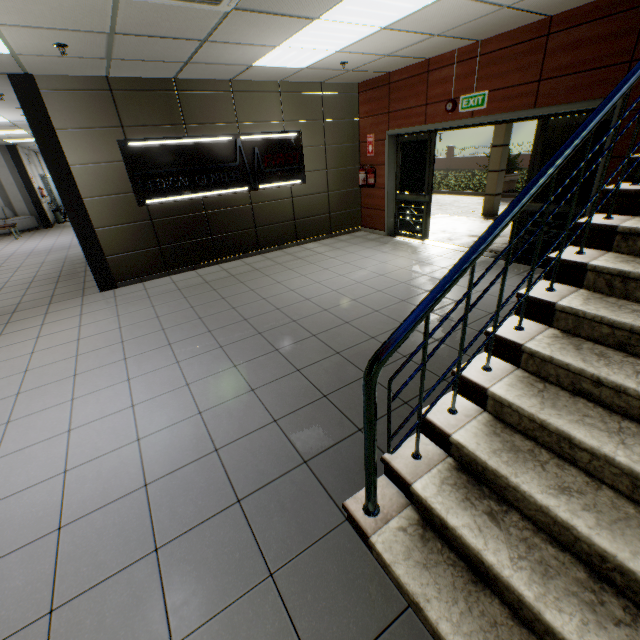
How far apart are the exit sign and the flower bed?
12.33m

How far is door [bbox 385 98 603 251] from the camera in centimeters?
459cm

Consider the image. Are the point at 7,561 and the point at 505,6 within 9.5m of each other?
yes

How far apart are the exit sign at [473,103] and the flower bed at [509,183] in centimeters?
1233cm

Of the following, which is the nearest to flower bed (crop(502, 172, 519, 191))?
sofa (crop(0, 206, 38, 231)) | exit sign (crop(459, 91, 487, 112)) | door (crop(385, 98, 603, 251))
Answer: door (crop(385, 98, 603, 251))

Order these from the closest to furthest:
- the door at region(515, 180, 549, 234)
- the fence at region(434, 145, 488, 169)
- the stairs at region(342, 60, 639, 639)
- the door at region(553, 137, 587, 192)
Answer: the stairs at region(342, 60, 639, 639) → the door at region(553, 137, 587, 192) → the door at region(515, 180, 549, 234) → the fence at region(434, 145, 488, 169)

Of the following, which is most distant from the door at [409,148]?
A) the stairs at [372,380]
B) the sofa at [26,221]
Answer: the sofa at [26,221]

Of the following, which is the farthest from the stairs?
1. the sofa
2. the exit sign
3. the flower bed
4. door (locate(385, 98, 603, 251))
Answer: the sofa
